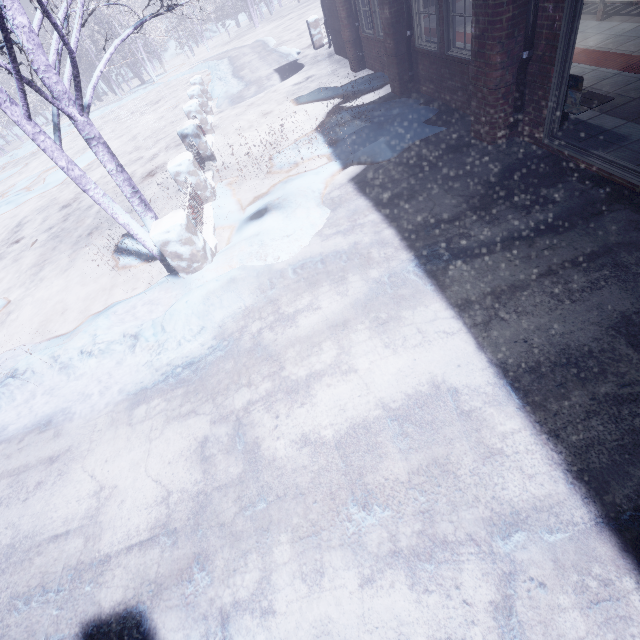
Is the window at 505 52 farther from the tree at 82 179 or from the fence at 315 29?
the fence at 315 29

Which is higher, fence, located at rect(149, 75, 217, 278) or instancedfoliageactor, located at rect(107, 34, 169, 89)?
instancedfoliageactor, located at rect(107, 34, 169, 89)

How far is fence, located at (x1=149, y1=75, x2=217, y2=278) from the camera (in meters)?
3.98

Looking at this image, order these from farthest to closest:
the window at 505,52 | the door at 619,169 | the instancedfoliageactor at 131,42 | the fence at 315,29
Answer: the instancedfoliageactor at 131,42 → the fence at 315,29 → the window at 505,52 → the door at 619,169

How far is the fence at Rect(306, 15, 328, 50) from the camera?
12.01m

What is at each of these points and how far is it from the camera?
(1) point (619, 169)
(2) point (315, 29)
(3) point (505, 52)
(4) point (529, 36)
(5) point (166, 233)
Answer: (1) door, 3.1m
(2) fence, 12.2m
(3) window, 3.6m
(4) pipe, 3.4m
(5) fence, 3.9m

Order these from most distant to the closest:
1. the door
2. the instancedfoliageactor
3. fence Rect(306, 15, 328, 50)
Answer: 1. the instancedfoliageactor
2. fence Rect(306, 15, 328, 50)
3. the door

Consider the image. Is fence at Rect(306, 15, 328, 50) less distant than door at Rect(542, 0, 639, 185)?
Answer: No
